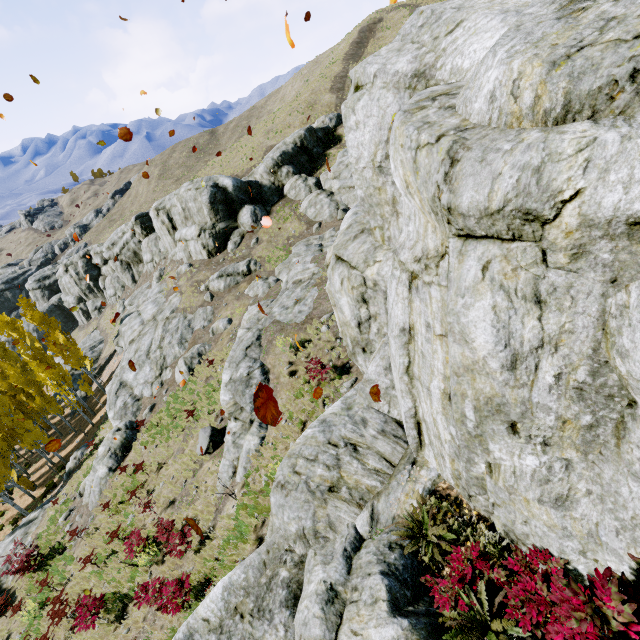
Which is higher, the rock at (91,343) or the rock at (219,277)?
the rock at (219,277)

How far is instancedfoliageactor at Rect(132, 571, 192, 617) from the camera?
8.9 meters

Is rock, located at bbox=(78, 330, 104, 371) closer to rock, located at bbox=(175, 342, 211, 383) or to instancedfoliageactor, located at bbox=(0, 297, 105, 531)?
instancedfoliageactor, located at bbox=(0, 297, 105, 531)

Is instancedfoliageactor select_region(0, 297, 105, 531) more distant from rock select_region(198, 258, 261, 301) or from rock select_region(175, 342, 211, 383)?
rock select_region(175, 342, 211, 383)

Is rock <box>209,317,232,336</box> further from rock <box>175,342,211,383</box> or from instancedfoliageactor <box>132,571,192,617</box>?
instancedfoliageactor <box>132,571,192,617</box>

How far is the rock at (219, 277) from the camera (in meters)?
27.48

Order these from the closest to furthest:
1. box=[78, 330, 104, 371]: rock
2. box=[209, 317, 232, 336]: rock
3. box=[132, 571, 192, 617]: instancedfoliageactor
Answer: box=[132, 571, 192, 617]: instancedfoliageactor
box=[209, 317, 232, 336]: rock
box=[78, 330, 104, 371]: rock

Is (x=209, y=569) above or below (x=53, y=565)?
above
